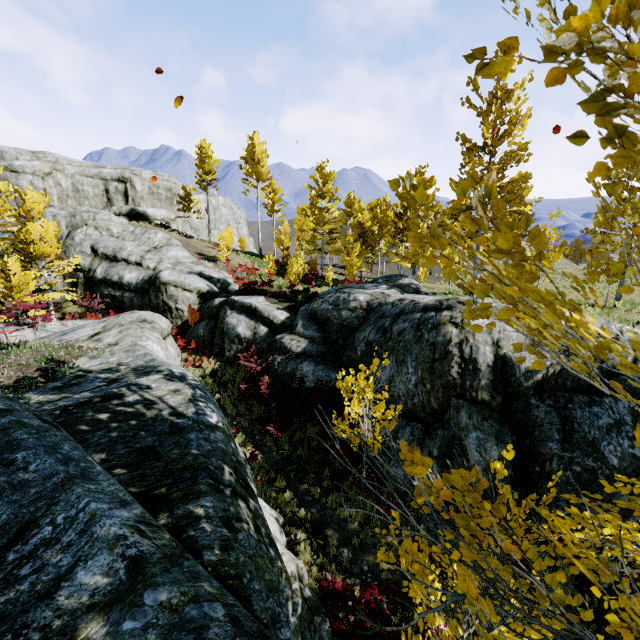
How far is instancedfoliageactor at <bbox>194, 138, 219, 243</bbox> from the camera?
29.7m

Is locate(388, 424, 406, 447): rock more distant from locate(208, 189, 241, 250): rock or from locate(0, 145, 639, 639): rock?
locate(208, 189, 241, 250): rock

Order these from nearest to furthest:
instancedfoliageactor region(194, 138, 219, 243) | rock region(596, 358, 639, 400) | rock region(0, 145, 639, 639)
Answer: rock region(0, 145, 639, 639)
rock region(596, 358, 639, 400)
instancedfoliageactor region(194, 138, 219, 243)

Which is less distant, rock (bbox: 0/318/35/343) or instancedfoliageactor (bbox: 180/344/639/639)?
instancedfoliageactor (bbox: 180/344/639/639)

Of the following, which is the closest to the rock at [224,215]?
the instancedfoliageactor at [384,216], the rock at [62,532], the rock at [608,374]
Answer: the instancedfoliageactor at [384,216]

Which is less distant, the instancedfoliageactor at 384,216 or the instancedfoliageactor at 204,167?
the instancedfoliageactor at 384,216

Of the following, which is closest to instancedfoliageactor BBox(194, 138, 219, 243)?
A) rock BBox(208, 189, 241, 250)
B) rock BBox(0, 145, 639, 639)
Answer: rock BBox(0, 145, 639, 639)

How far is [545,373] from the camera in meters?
7.7 m
